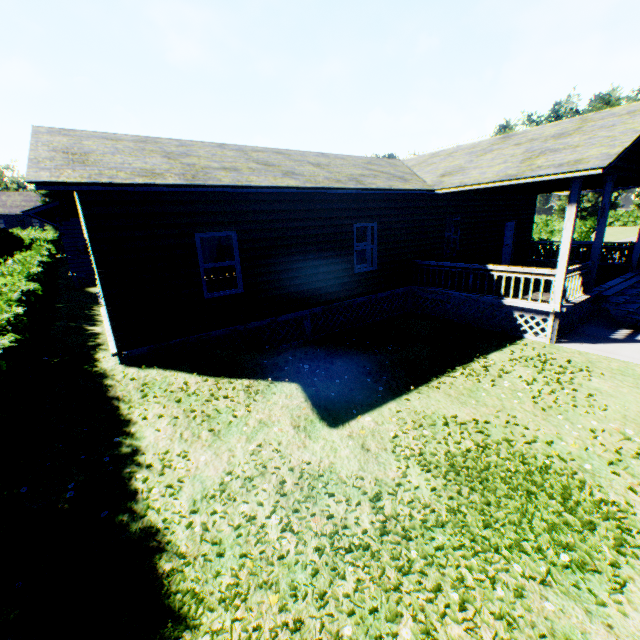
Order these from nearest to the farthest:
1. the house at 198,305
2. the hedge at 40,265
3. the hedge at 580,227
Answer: the hedge at 40,265 → the house at 198,305 → the hedge at 580,227

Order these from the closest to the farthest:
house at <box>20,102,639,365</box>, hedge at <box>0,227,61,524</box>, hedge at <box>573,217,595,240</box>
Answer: hedge at <box>0,227,61,524</box> → house at <box>20,102,639,365</box> → hedge at <box>573,217,595,240</box>

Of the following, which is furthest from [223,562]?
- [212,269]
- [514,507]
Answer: [212,269]

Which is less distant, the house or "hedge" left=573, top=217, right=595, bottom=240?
the house

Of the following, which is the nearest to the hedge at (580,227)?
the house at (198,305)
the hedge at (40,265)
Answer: the house at (198,305)

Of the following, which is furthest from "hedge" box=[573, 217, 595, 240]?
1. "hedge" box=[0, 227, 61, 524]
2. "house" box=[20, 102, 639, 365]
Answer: "hedge" box=[0, 227, 61, 524]

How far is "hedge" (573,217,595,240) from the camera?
30.6 meters
